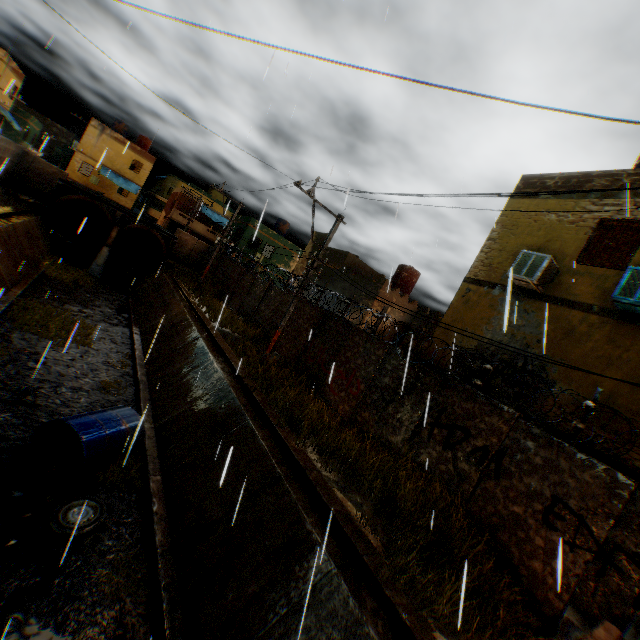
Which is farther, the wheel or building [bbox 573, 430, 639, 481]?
building [bbox 573, 430, 639, 481]

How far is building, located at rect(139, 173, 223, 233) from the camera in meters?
40.8 m

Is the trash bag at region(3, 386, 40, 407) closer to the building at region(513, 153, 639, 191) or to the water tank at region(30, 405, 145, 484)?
the water tank at region(30, 405, 145, 484)

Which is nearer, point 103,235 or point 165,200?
point 103,235

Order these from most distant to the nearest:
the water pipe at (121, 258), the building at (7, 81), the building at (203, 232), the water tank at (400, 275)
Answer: the building at (203, 232)
the building at (7, 81)
the water pipe at (121, 258)
the water tank at (400, 275)

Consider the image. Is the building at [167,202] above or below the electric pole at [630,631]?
above

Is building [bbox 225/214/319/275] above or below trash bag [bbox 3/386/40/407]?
above

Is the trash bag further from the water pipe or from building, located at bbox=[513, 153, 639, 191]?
the water pipe
